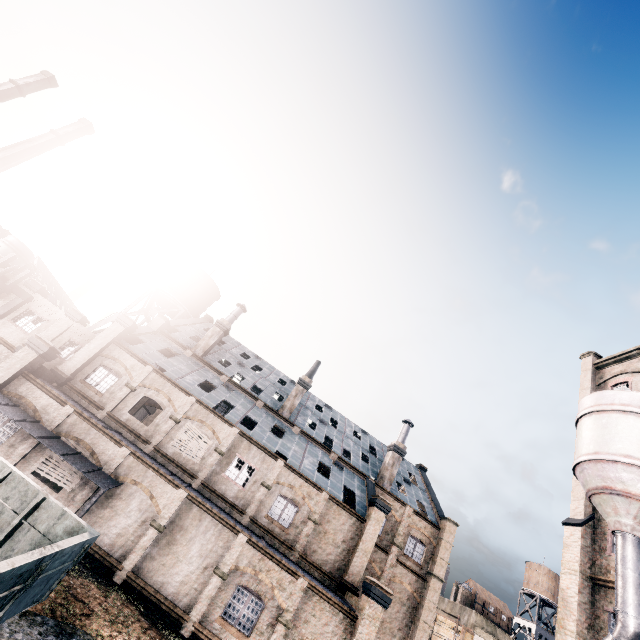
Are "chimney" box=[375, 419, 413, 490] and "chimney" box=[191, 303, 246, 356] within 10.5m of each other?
no

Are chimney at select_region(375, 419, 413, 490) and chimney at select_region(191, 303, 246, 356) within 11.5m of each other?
no

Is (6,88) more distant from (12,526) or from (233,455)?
(12,526)

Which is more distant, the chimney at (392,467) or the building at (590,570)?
the chimney at (392,467)

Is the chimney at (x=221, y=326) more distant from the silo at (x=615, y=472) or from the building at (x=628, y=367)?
the building at (x=628, y=367)

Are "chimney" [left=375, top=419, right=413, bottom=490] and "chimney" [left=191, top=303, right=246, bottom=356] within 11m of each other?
no

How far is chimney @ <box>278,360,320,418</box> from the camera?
33.41m

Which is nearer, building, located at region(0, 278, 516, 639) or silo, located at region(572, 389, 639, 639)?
silo, located at region(572, 389, 639, 639)
